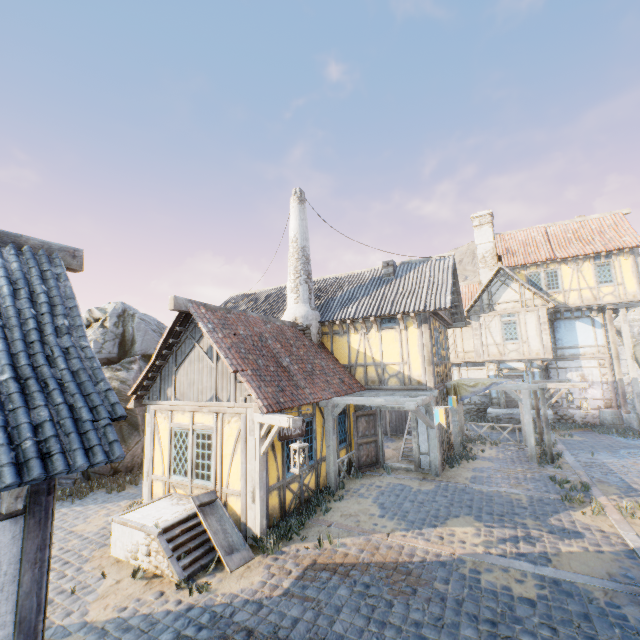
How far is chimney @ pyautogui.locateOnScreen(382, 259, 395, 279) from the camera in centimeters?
1493cm

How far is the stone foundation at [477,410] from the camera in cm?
1958

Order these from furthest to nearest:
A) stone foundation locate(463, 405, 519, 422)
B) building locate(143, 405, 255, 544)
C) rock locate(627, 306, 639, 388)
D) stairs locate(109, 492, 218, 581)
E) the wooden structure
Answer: rock locate(627, 306, 639, 388), stone foundation locate(463, 405, 519, 422), building locate(143, 405, 255, 544), stairs locate(109, 492, 218, 581), the wooden structure

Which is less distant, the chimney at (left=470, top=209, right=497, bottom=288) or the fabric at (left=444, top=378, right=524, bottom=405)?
the fabric at (left=444, top=378, right=524, bottom=405)

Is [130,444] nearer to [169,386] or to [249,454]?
[169,386]

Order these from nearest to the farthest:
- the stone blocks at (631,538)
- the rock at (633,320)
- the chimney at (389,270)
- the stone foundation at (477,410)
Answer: the stone blocks at (631,538) < the chimney at (389,270) < the stone foundation at (477,410) < the rock at (633,320)

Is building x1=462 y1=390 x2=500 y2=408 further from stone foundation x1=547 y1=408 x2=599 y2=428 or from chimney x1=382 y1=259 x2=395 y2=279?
chimney x1=382 y1=259 x2=395 y2=279

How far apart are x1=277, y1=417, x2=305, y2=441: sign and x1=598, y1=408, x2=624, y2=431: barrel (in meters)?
18.08
